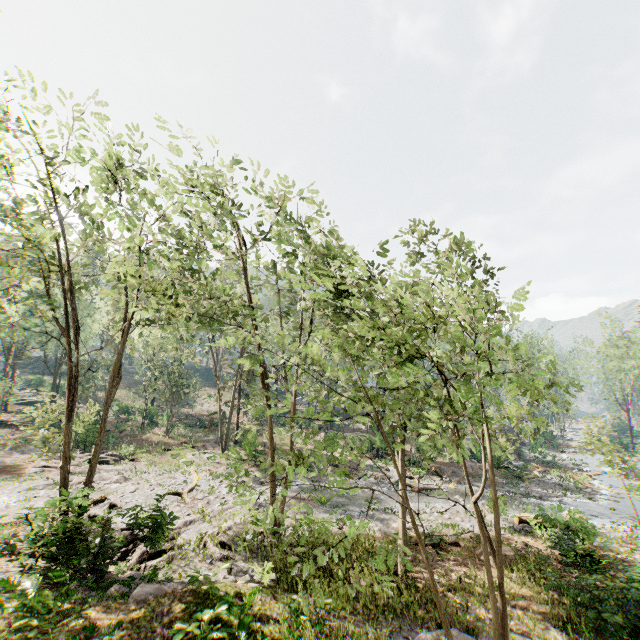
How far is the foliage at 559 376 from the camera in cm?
477

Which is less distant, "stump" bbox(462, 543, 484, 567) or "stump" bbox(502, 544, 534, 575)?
"stump" bbox(502, 544, 534, 575)

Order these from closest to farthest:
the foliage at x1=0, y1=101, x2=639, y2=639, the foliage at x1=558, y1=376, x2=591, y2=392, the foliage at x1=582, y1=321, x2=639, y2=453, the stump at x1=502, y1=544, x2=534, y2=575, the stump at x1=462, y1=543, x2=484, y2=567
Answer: the foliage at x1=558, y1=376, x2=591, y2=392 < the foliage at x1=0, y1=101, x2=639, y2=639 < the stump at x1=502, y1=544, x2=534, y2=575 < the stump at x1=462, y1=543, x2=484, y2=567 < the foliage at x1=582, y1=321, x2=639, y2=453

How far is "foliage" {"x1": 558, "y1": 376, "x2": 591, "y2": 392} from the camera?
4.77m

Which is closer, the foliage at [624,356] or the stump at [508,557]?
the stump at [508,557]

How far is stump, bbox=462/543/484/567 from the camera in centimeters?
1534cm

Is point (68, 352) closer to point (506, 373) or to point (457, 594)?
point (457, 594)
